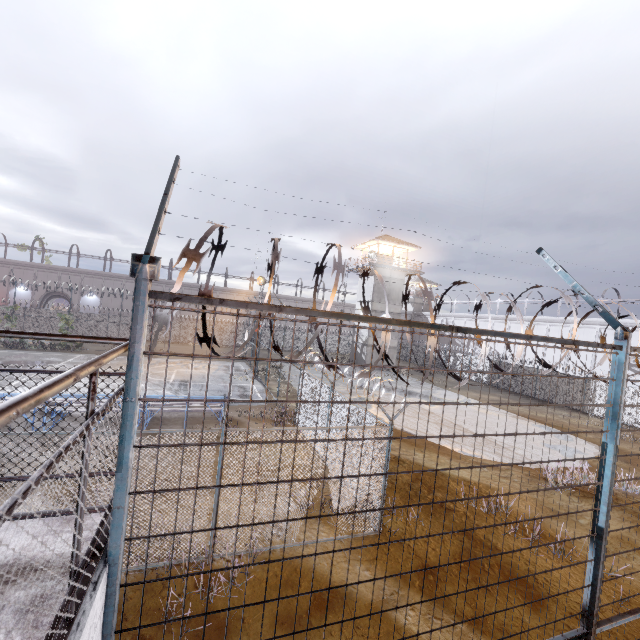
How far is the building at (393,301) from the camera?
36.6m

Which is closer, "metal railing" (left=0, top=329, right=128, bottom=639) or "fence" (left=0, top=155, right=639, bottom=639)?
"metal railing" (left=0, top=329, right=128, bottom=639)

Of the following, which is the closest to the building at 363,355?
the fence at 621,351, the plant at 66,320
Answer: the fence at 621,351

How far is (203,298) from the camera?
1.71m

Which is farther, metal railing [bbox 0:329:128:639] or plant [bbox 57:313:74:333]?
plant [bbox 57:313:74:333]

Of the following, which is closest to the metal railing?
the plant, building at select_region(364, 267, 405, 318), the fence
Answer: the fence

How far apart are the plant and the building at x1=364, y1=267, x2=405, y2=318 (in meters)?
28.47
